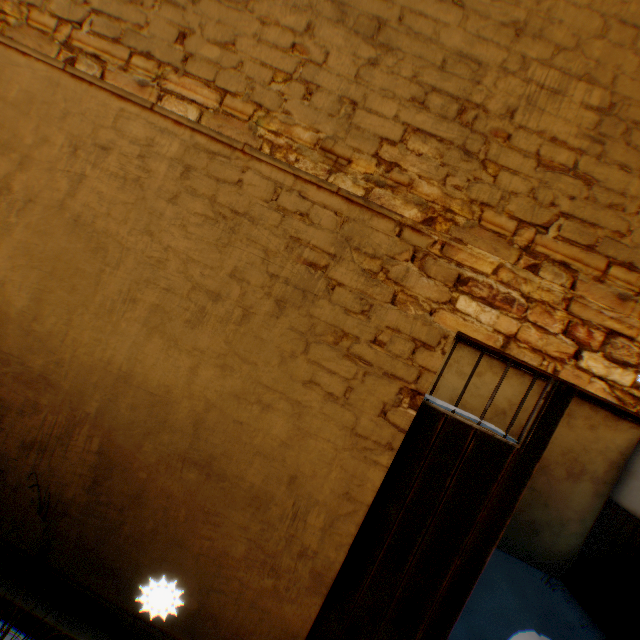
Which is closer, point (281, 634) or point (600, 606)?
point (281, 634)
